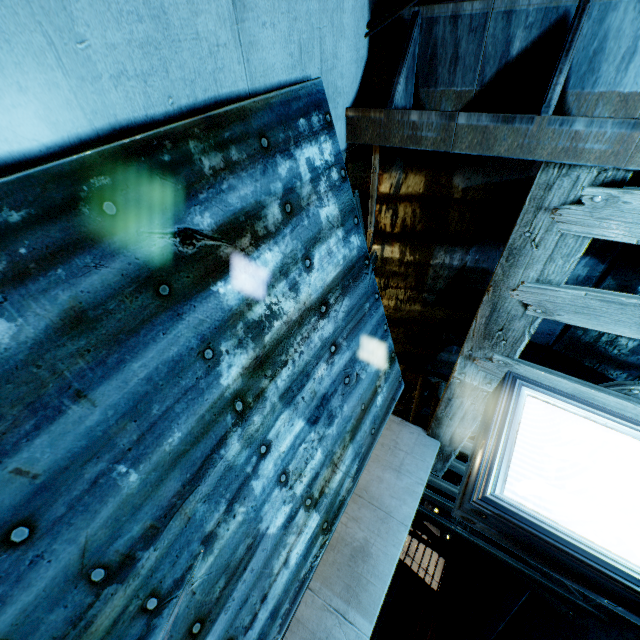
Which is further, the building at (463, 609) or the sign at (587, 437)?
the sign at (587, 437)

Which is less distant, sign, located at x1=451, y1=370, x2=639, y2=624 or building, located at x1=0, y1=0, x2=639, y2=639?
building, located at x1=0, y1=0, x2=639, y2=639

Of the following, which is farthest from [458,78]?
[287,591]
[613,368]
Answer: [613,368]
